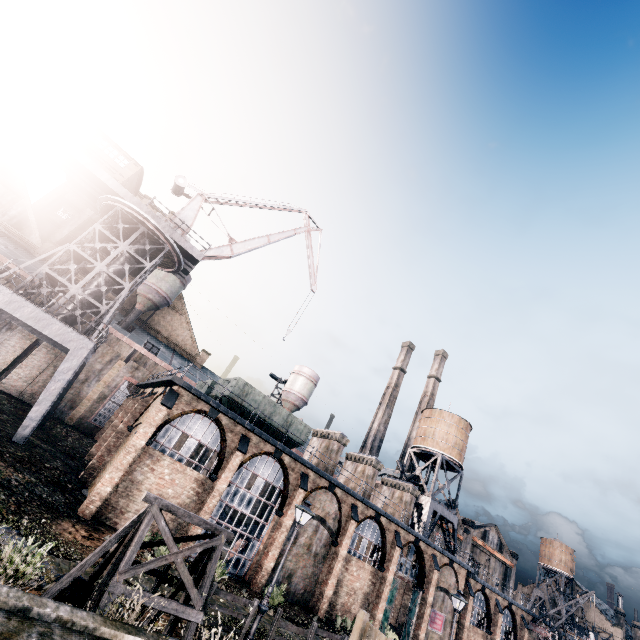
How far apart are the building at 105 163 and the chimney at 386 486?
42.00m

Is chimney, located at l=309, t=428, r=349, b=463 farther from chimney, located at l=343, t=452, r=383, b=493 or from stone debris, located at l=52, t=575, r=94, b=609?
stone debris, located at l=52, t=575, r=94, b=609

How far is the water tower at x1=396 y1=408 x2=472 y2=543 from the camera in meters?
39.4

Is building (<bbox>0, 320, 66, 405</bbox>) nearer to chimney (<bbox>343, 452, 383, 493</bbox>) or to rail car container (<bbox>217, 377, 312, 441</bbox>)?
chimney (<bbox>343, 452, 383, 493</bbox>)

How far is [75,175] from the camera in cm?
2895

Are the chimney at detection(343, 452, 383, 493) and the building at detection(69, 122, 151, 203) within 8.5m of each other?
no

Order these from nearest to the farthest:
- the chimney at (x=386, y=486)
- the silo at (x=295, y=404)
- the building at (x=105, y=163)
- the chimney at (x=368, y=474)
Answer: the building at (x=105, y=163), the chimney at (x=368, y=474), the chimney at (x=386, y=486), the silo at (x=295, y=404)

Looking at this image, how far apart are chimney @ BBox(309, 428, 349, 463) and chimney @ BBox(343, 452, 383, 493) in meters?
3.8
